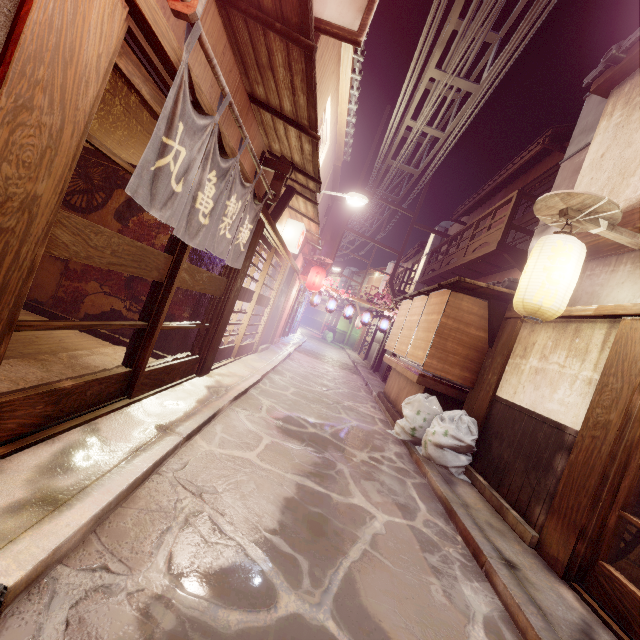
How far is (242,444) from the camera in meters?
7.2 m

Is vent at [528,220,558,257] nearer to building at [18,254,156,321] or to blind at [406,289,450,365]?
blind at [406,289,450,365]

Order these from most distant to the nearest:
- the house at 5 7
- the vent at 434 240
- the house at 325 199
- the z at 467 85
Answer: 1. the vent at 434 240
2. the house at 325 199
3. the z at 467 85
4. the house at 5 7

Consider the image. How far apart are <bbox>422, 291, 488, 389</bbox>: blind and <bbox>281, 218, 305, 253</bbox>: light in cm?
645

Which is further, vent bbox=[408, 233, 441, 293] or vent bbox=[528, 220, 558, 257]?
vent bbox=[408, 233, 441, 293]

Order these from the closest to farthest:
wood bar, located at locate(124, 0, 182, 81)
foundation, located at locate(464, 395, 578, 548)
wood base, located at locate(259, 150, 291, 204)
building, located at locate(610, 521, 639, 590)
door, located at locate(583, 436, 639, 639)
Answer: wood bar, located at locate(124, 0, 182, 81)
door, located at locate(583, 436, 639, 639)
building, located at locate(610, 521, 639, 590)
foundation, located at locate(464, 395, 578, 548)
wood base, located at locate(259, 150, 291, 204)

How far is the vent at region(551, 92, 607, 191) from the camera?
12.3 meters

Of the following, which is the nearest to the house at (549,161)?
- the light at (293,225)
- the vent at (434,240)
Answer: the vent at (434,240)
